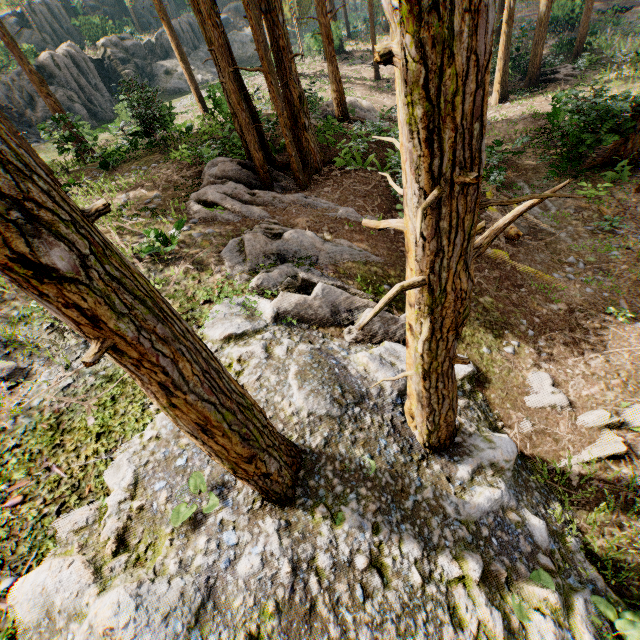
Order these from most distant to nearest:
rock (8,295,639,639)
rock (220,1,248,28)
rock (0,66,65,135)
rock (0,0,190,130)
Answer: rock (220,1,248,28), rock (0,0,190,130), rock (0,66,65,135), rock (8,295,639,639)

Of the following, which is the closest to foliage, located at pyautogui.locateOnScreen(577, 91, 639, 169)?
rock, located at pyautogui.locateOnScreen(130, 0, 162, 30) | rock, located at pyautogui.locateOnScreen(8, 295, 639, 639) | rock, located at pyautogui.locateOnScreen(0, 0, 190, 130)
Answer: rock, located at pyautogui.locateOnScreen(8, 295, 639, 639)

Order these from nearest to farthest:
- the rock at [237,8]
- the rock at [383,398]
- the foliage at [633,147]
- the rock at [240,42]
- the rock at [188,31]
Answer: the rock at [383,398] < the foliage at [633,147] < the rock at [188,31] < the rock at [240,42] < the rock at [237,8]

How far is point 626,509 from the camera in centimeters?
581cm

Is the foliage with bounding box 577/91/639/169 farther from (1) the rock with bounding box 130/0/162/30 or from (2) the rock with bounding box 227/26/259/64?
(2) the rock with bounding box 227/26/259/64

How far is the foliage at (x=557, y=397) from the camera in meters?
7.2

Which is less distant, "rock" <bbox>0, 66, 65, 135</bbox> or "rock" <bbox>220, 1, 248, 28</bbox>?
"rock" <bbox>0, 66, 65, 135</bbox>

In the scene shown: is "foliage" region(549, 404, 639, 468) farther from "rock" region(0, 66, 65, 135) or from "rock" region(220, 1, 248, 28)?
"rock" region(220, 1, 248, 28)
